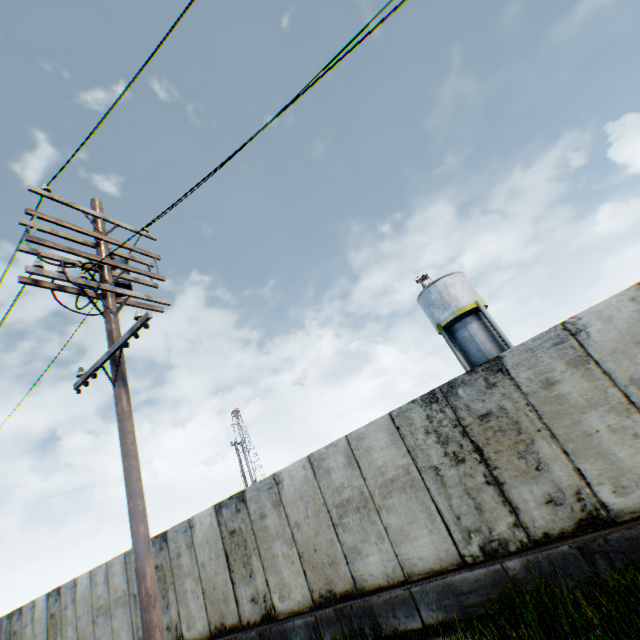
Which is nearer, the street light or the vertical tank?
the street light

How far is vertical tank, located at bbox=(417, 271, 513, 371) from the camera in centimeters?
2230cm

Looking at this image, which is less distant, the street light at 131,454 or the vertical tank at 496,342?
the street light at 131,454

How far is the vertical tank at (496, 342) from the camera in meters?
22.3 m

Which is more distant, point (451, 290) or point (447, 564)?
point (451, 290)
